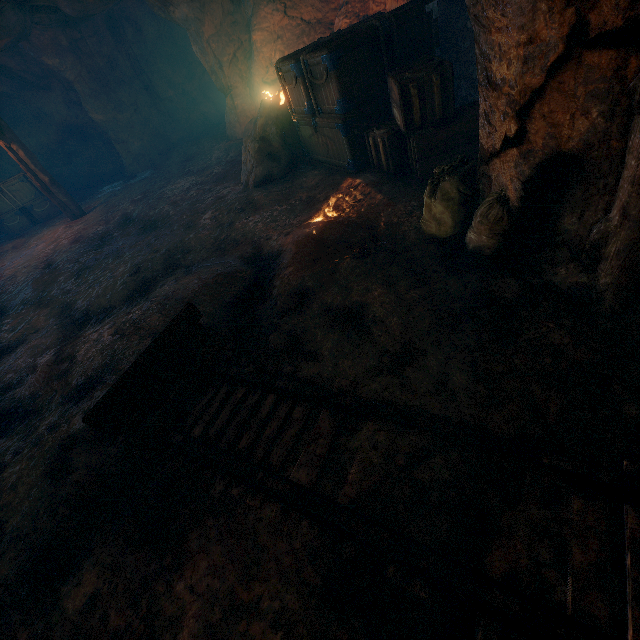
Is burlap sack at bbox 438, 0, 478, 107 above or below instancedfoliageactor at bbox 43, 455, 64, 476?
above

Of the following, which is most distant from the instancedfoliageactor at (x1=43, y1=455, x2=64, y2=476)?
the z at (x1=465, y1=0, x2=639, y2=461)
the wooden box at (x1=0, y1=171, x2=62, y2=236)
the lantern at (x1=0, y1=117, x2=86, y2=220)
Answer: the wooden box at (x1=0, y1=171, x2=62, y2=236)

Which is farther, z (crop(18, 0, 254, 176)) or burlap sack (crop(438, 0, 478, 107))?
z (crop(18, 0, 254, 176))

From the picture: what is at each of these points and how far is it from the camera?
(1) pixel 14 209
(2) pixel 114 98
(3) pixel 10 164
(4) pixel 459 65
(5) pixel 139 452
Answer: (1) wooden box, 12.79m
(2) z, 12.64m
(3) burlap sack, 15.22m
(4) burlap sack, 5.96m
(5) instancedfoliageactor, 2.79m

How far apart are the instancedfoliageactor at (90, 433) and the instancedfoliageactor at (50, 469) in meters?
0.2 m

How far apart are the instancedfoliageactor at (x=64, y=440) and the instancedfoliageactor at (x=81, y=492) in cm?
26

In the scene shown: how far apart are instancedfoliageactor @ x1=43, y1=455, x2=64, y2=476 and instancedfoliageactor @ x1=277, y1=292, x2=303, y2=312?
2.35m

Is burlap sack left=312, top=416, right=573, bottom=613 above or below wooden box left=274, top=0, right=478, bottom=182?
below
